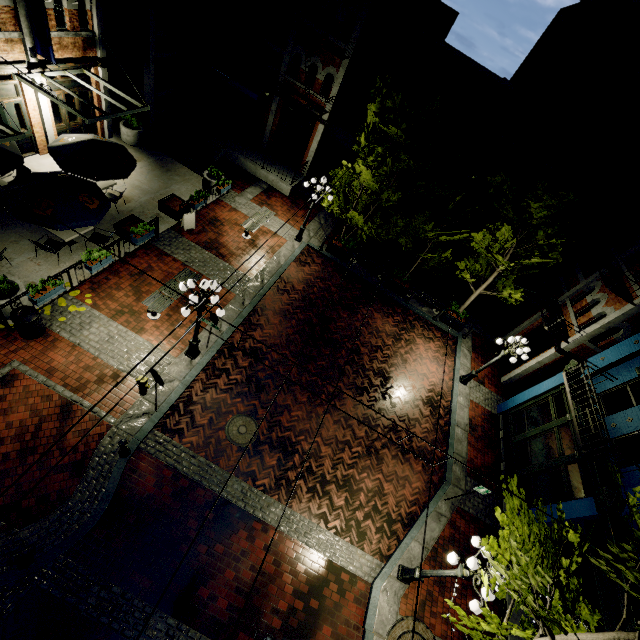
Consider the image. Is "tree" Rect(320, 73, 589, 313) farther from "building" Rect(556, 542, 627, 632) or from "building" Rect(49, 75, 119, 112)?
"building" Rect(49, 75, 119, 112)

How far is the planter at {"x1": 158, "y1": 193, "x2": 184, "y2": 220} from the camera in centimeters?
1409cm

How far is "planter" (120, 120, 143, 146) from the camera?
15.8 meters

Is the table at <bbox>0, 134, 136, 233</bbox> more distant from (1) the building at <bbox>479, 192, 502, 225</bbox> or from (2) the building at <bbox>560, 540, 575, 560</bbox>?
(1) the building at <bbox>479, 192, 502, 225</bbox>

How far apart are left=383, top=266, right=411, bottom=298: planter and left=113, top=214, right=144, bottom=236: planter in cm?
1159

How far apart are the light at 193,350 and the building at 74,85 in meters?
11.8

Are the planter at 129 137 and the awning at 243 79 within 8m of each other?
yes

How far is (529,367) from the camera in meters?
15.3 m
